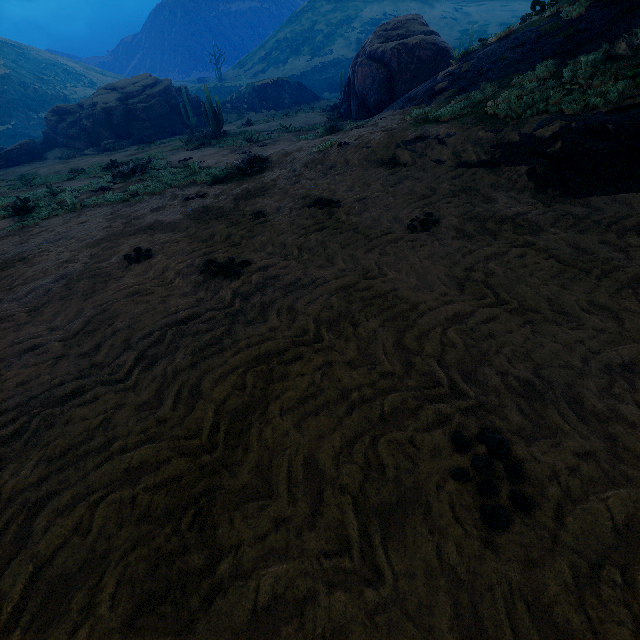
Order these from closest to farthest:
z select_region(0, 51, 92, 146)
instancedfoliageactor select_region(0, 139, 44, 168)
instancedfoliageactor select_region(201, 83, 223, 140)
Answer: instancedfoliageactor select_region(201, 83, 223, 140) → instancedfoliageactor select_region(0, 139, 44, 168) → z select_region(0, 51, 92, 146)

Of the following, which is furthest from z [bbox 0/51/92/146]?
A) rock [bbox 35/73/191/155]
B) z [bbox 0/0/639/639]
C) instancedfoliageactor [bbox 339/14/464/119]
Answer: instancedfoliageactor [bbox 339/14/464/119]

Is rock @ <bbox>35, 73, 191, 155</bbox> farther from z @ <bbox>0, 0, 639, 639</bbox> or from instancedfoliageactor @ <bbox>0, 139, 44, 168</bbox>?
Answer: z @ <bbox>0, 0, 639, 639</bbox>

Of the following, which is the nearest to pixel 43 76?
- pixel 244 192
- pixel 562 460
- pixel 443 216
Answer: pixel 244 192

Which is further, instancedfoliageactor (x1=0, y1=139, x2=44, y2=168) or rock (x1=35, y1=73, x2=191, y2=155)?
rock (x1=35, y1=73, x2=191, y2=155)

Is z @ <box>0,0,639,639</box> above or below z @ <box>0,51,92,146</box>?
below

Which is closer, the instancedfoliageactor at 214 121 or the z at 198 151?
the z at 198 151

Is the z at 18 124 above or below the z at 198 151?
above
